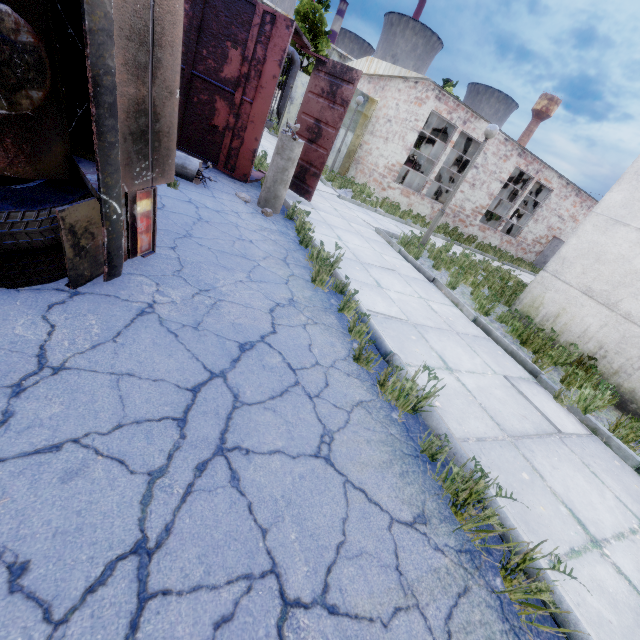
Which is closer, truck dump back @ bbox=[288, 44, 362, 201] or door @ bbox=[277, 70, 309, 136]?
truck dump back @ bbox=[288, 44, 362, 201]

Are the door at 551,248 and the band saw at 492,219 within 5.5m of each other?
yes

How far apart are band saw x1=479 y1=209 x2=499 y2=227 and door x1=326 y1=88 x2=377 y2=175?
8.3 meters

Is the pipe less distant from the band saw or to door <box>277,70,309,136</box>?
door <box>277,70,309,136</box>

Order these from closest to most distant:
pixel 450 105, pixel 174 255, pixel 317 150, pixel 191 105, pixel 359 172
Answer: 1. pixel 174 255
2. pixel 191 105
3. pixel 317 150
4. pixel 450 105
5. pixel 359 172

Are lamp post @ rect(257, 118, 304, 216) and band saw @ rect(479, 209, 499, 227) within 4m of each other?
no

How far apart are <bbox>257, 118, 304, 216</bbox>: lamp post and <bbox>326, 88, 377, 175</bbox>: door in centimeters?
1096cm

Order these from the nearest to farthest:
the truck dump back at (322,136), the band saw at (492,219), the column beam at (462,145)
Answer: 1. the truck dump back at (322,136)
2. the column beam at (462,145)
3. the band saw at (492,219)
